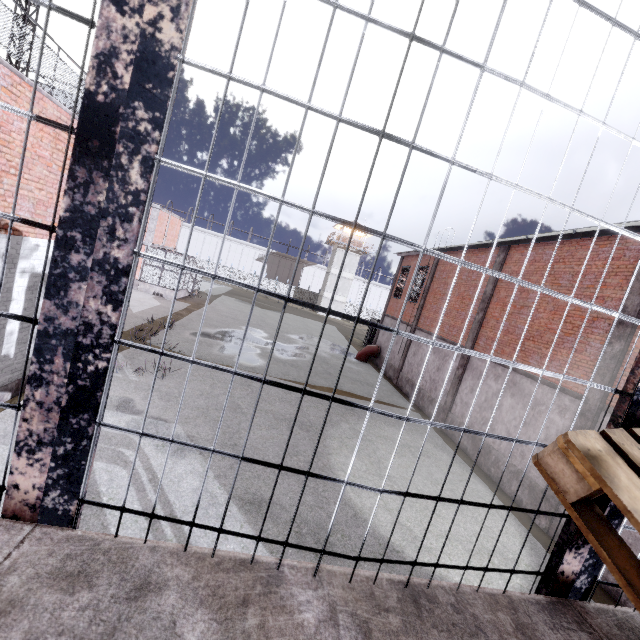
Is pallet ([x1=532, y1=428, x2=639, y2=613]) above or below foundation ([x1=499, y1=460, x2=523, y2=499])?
above

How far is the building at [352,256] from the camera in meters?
52.1 m

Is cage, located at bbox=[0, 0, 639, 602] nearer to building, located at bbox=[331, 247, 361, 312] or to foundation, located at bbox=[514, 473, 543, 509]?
foundation, located at bbox=[514, 473, 543, 509]

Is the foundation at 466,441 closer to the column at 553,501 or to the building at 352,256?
the column at 553,501

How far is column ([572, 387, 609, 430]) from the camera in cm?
879

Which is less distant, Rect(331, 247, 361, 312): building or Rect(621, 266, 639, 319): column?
Rect(621, 266, 639, 319): column

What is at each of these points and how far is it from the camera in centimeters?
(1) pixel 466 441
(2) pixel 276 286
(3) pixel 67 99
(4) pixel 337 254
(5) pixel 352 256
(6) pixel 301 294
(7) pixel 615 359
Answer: (1) foundation, 1339cm
(2) fence, 5719cm
(3) metal railing, 889cm
(4) building, 5169cm
(5) building, 5206cm
(6) fence, 5800cm
(7) column, 872cm

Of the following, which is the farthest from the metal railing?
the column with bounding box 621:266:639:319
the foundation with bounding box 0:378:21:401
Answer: the column with bounding box 621:266:639:319
